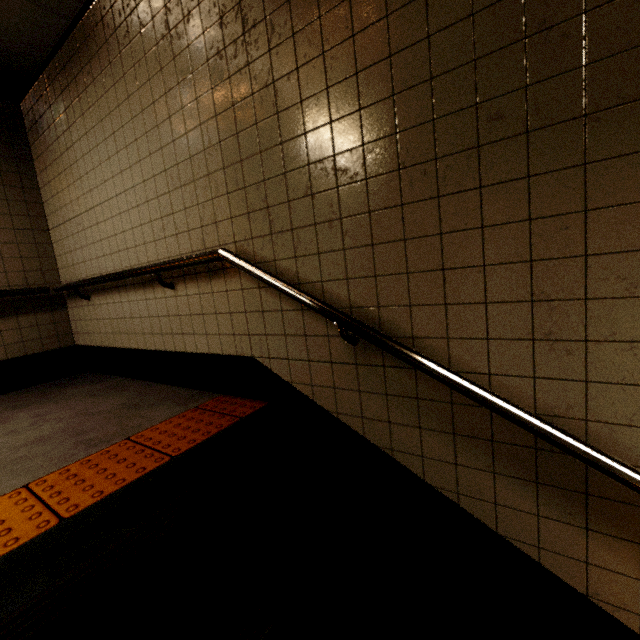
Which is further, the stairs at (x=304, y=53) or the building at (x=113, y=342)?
the building at (x=113, y=342)

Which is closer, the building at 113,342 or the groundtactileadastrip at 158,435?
the groundtactileadastrip at 158,435

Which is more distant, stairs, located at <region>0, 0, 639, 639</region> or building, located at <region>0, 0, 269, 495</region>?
building, located at <region>0, 0, 269, 495</region>

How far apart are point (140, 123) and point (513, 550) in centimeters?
328cm

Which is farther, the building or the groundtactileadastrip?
the building
